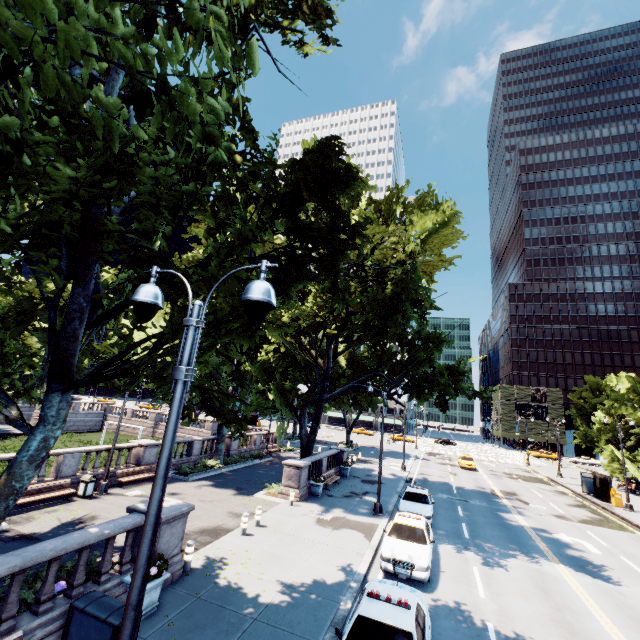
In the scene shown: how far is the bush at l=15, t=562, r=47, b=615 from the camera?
7.8 meters

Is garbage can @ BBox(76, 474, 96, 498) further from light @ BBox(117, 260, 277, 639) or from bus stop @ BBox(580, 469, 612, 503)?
bus stop @ BBox(580, 469, 612, 503)

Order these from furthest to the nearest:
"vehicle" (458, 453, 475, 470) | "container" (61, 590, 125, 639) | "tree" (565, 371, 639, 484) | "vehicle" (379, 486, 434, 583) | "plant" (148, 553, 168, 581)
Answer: "vehicle" (458, 453, 475, 470) → "tree" (565, 371, 639, 484) → "vehicle" (379, 486, 434, 583) → "plant" (148, 553, 168, 581) → "container" (61, 590, 125, 639)

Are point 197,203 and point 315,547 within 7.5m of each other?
no

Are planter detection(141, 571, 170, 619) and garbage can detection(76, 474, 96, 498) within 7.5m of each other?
no

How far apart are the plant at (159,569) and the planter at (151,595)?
0.0 meters

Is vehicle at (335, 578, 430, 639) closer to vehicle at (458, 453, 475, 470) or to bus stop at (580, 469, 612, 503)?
bus stop at (580, 469, 612, 503)

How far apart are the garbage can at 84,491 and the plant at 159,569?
10.7m
